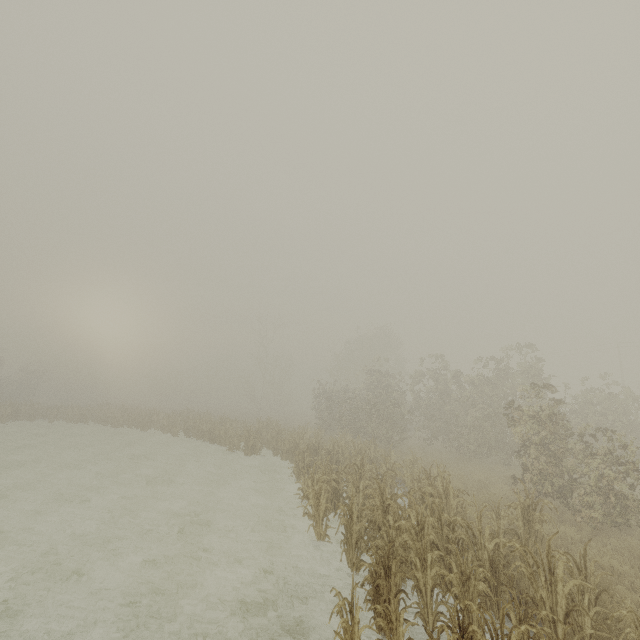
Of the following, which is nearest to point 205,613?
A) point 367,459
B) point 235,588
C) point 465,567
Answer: point 235,588
